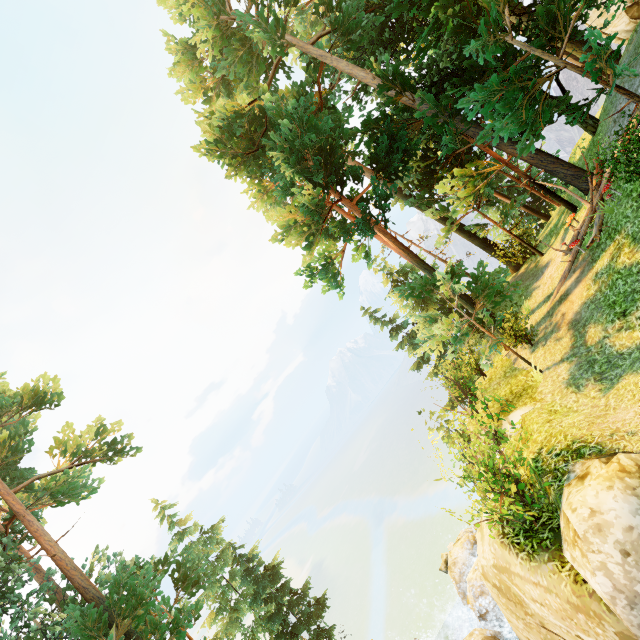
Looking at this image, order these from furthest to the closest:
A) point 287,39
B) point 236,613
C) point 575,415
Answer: point 236,613
point 287,39
point 575,415

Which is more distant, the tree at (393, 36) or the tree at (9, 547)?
the tree at (9, 547)

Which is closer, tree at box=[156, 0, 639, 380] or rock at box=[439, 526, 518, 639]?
rock at box=[439, 526, 518, 639]

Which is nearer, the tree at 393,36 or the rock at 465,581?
the rock at 465,581

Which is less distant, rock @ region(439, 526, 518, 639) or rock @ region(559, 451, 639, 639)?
rock @ region(559, 451, 639, 639)

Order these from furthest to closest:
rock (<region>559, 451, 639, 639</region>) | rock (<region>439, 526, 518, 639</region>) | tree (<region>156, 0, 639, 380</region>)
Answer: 1. tree (<region>156, 0, 639, 380</region>)
2. rock (<region>439, 526, 518, 639</region>)
3. rock (<region>559, 451, 639, 639</region>)

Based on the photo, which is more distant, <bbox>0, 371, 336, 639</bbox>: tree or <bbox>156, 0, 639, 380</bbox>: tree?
<bbox>0, 371, 336, 639</bbox>: tree
